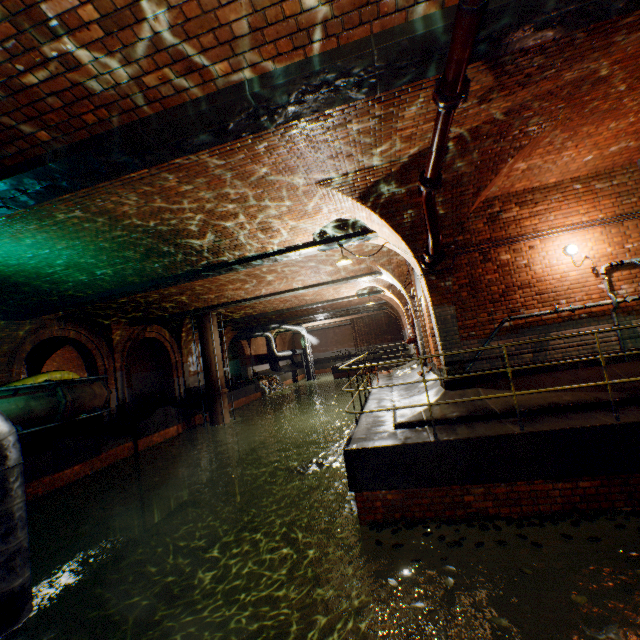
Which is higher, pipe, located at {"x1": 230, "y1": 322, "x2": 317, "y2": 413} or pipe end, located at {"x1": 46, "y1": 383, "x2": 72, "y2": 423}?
pipe, located at {"x1": 230, "y1": 322, "x2": 317, "y2": 413}

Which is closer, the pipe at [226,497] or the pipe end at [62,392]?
the pipe end at [62,392]

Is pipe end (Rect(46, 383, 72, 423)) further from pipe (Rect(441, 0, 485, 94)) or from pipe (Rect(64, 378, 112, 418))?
pipe (Rect(441, 0, 485, 94))

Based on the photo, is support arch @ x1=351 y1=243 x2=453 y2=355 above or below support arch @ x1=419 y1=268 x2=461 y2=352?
above

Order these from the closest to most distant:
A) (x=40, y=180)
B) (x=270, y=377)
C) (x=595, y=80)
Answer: (x=40, y=180), (x=595, y=80), (x=270, y=377)

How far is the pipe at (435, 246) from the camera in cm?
577

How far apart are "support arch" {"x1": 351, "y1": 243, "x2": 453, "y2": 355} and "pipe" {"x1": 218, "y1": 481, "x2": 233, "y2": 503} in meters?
10.9 m

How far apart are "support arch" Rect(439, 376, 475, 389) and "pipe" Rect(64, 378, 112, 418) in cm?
863
